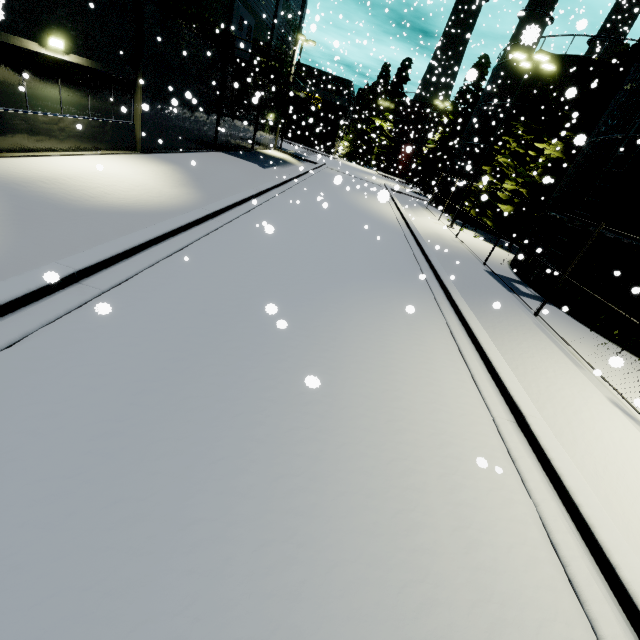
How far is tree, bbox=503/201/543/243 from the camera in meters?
20.6

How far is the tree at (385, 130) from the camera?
52.2m

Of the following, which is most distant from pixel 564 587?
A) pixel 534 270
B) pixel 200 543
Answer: pixel 534 270

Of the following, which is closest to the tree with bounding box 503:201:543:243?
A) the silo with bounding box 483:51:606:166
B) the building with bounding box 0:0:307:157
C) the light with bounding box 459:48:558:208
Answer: the silo with bounding box 483:51:606:166

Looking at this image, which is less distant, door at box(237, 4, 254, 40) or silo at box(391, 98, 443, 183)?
door at box(237, 4, 254, 40)

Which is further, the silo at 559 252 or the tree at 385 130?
the tree at 385 130

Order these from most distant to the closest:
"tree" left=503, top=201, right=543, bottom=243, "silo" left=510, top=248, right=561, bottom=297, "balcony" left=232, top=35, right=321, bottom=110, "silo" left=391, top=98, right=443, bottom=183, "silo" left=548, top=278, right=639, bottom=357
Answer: "silo" left=391, top=98, right=443, bottom=183 → "tree" left=503, top=201, right=543, bottom=243 → "balcony" left=232, top=35, right=321, bottom=110 → "silo" left=510, top=248, right=561, bottom=297 → "silo" left=548, top=278, right=639, bottom=357

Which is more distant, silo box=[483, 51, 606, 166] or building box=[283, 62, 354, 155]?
building box=[283, 62, 354, 155]
